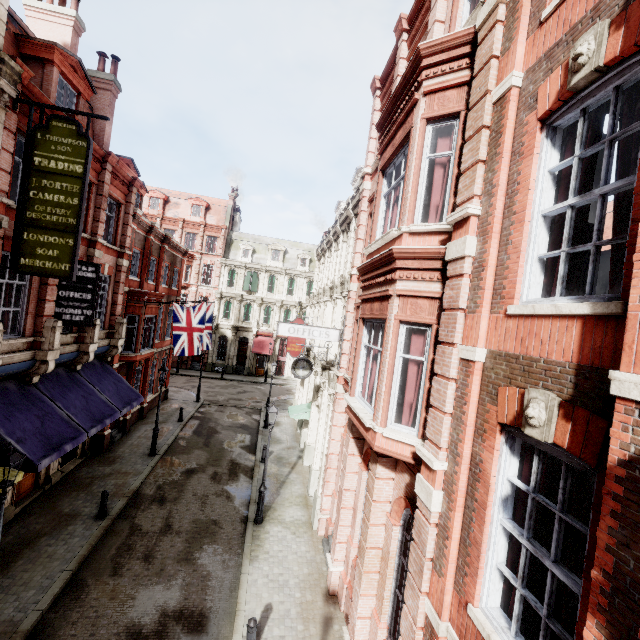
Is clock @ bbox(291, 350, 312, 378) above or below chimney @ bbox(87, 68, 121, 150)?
below

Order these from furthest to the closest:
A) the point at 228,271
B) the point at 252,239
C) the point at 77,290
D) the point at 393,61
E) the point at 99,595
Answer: the point at 252,239 → the point at 228,271 → the point at 77,290 → the point at 393,61 → the point at 99,595

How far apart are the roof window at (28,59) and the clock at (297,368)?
12.3 meters

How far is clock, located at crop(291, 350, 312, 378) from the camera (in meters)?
15.11

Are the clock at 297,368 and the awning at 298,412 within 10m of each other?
yes

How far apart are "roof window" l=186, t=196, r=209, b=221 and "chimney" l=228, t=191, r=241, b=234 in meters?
3.3 m

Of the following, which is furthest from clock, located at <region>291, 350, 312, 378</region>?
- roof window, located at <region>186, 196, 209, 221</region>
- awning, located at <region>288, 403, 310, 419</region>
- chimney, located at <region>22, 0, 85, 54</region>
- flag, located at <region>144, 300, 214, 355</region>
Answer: roof window, located at <region>186, 196, 209, 221</region>

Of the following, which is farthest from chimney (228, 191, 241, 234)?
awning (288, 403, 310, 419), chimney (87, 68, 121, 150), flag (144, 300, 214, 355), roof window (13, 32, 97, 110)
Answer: awning (288, 403, 310, 419)
